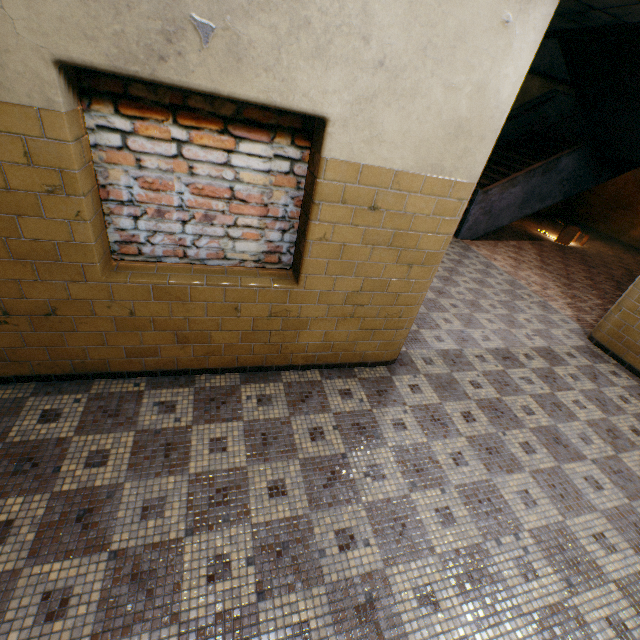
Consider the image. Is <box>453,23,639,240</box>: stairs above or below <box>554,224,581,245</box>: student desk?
above

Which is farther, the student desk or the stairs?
the student desk

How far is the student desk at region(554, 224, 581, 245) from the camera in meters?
9.5

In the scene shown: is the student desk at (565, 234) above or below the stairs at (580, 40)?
below

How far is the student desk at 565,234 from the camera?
9.5 meters

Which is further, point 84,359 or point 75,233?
point 84,359
